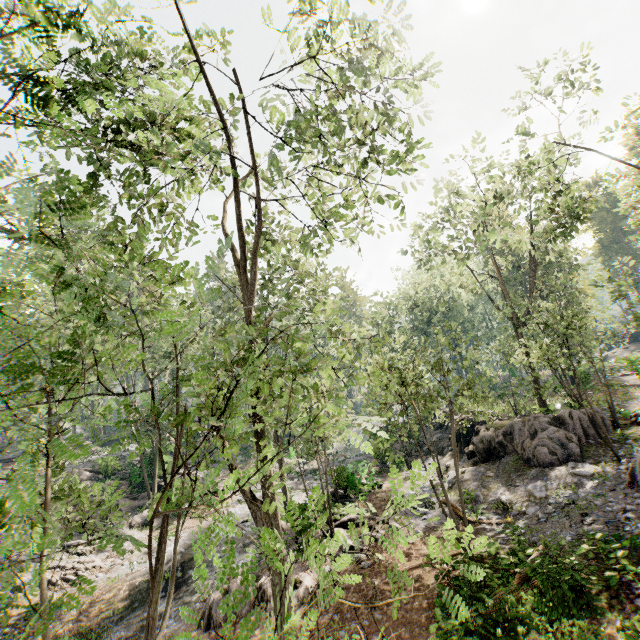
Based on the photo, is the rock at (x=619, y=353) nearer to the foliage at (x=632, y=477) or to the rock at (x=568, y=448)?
the foliage at (x=632, y=477)

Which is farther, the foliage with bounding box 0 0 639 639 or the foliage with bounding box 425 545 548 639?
the foliage with bounding box 425 545 548 639

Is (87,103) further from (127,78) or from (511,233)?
(511,233)

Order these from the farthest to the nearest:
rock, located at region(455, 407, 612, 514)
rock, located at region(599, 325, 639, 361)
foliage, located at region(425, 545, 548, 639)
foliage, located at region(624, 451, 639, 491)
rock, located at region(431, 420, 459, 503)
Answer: rock, located at region(599, 325, 639, 361) → rock, located at region(431, 420, 459, 503) → rock, located at region(455, 407, 612, 514) → foliage, located at region(624, 451, 639, 491) → foliage, located at region(425, 545, 548, 639)

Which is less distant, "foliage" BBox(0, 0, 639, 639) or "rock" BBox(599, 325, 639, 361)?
"foliage" BBox(0, 0, 639, 639)

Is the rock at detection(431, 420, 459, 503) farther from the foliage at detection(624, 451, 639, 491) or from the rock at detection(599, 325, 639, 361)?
the rock at detection(599, 325, 639, 361)

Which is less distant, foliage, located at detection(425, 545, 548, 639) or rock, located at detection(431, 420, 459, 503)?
foliage, located at detection(425, 545, 548, 639)

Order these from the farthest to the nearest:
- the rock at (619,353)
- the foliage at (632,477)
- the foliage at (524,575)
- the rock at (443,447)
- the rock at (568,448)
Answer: the rock at (619,353)
the rock at (443,447)
the rock at (568,448)
the foliage at (632,477)
the foliage at (524,575)
